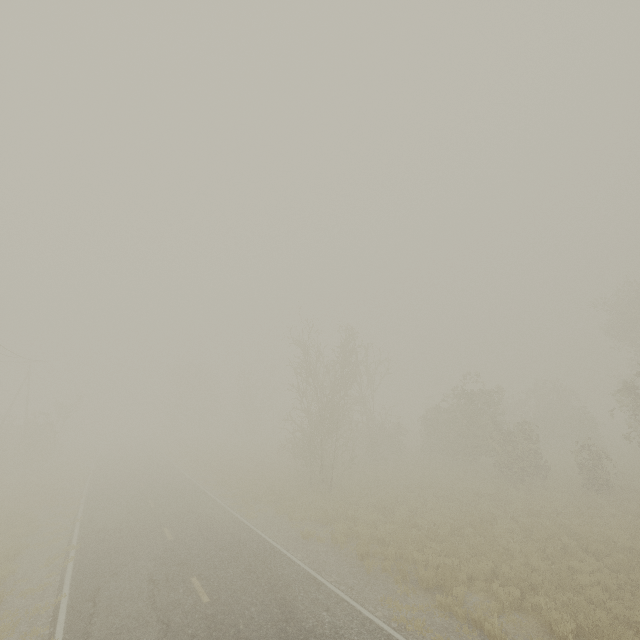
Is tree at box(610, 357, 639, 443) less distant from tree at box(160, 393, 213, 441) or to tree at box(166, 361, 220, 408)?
tree at box(166, 361, 220, 408)

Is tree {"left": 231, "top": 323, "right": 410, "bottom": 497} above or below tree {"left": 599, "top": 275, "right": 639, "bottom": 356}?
below

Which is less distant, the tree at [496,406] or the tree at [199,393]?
the tree at [496,406]

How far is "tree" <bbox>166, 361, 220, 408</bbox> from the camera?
57.44m

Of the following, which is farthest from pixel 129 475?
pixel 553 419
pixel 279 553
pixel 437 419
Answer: pixel 553 419

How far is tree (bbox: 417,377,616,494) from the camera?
20.07m
